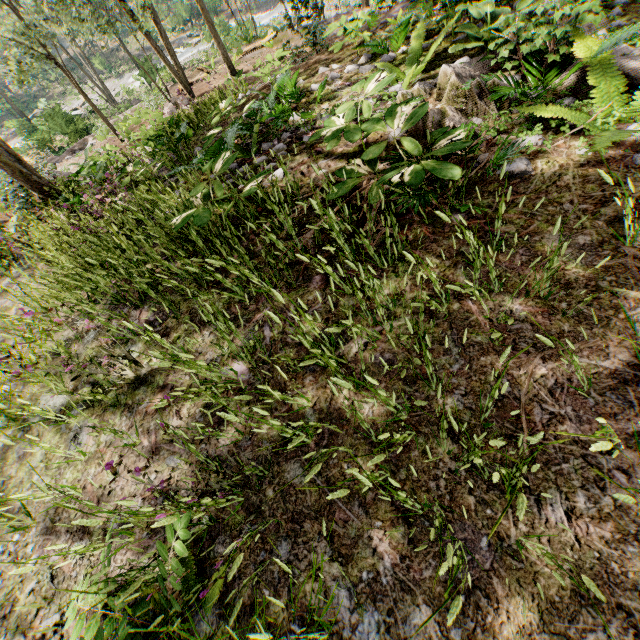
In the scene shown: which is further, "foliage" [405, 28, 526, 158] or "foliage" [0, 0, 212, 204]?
"foliage" [0, 0, 212, 204]

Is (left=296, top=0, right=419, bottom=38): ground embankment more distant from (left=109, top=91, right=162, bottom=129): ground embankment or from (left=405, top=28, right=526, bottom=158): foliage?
(left=109, top=91, right=162, bottom=129): ground embankment

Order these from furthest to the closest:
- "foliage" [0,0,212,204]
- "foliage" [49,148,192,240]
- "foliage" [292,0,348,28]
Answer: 1. "foliage" [292,0,348,28]
2. "foliage" [0,0,212,204]
3. "foliage" [49,148,192,240]

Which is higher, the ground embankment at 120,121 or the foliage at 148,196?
the foliage at 148,196

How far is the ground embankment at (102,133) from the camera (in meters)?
8.71

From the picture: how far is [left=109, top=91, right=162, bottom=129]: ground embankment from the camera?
17.9 meters

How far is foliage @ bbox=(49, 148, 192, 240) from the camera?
4.2 meters

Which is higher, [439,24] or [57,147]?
[439,24]
